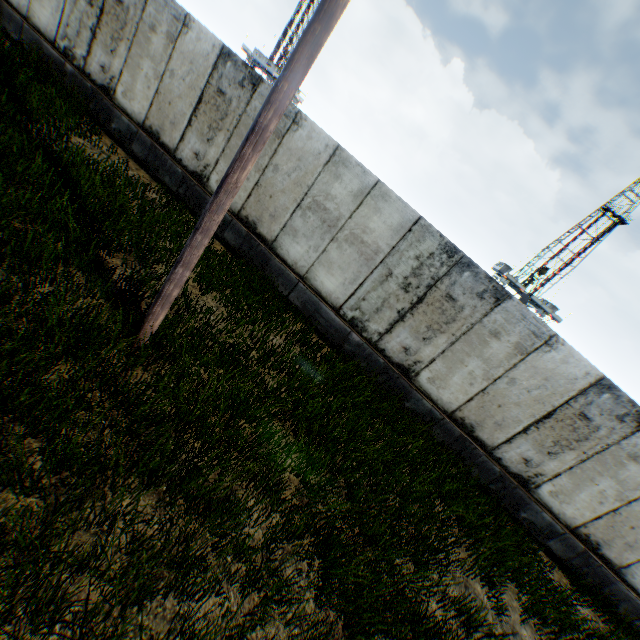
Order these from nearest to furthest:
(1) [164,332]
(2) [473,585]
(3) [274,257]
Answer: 1. (1) [164,332]
2. (2) [473,585]
3. (3) [274,257]
